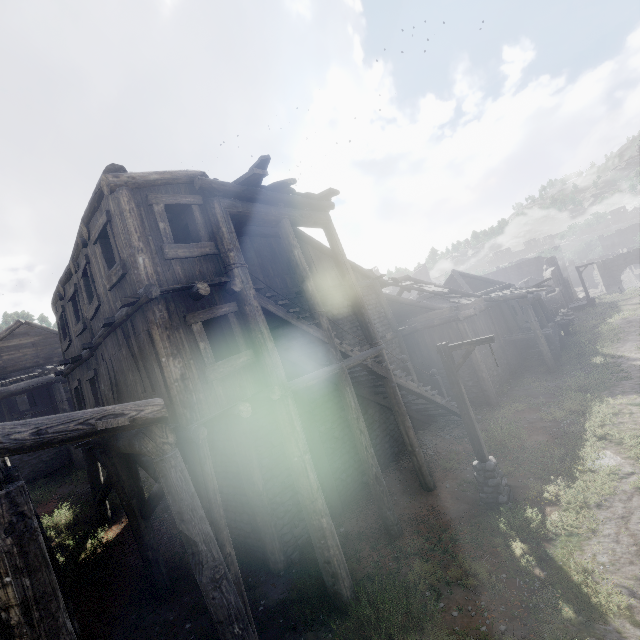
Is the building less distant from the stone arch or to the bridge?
the stone arch

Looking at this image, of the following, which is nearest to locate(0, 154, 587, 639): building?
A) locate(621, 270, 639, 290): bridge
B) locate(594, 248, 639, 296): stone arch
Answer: locate(594, 248, 639, 296): stone arch

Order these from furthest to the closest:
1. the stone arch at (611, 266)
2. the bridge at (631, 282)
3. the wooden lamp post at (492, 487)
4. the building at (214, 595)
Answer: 1. the bridge at (631, 282)
2. the stone arch at (611, 266)
3. the wooden lamp post at (492, 487)
4. the building at (214, 595)

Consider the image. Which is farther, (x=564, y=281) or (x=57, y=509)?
(x=564, y=281)

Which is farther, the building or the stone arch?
the stone arch

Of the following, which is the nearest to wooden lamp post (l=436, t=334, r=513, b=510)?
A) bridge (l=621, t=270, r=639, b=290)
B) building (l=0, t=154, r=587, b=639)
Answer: building (l=0, t=154, r=587, b=639)

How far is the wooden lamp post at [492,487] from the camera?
8.87m
